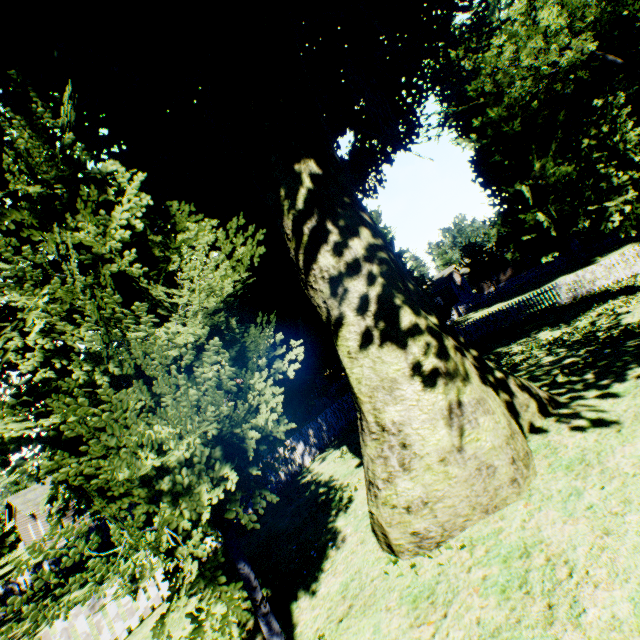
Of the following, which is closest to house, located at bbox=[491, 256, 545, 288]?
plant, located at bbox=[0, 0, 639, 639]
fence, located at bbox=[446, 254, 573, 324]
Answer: fence, located at bbox=[446, 254, 573, 324]

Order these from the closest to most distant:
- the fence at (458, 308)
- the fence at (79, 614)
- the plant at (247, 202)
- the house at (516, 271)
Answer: the plant at (247, 202), the fence at (79, 614), the fence at (458, 308), the house at (516, 271)

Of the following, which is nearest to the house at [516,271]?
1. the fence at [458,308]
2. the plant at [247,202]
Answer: the fence at [458,308]

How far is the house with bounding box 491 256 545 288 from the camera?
42.1 meters

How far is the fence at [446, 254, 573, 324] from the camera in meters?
33.1

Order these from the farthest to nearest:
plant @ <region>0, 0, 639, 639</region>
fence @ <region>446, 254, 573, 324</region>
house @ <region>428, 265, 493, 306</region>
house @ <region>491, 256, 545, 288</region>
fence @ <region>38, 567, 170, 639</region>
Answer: house @ <region>428, 265, 493, 306</region> → house @ <region>491, 256, 545, 288</region> → fence @ <region>446, 254, 573, 324</region> → fence @ <region>38, 567, 170, 639</region> → plant @ <region>0, 0, 639, 639</region>

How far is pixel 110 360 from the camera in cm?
443

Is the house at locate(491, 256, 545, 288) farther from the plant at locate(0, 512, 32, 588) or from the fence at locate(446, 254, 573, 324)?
the plant at locate(0, 512, 32, 588)
